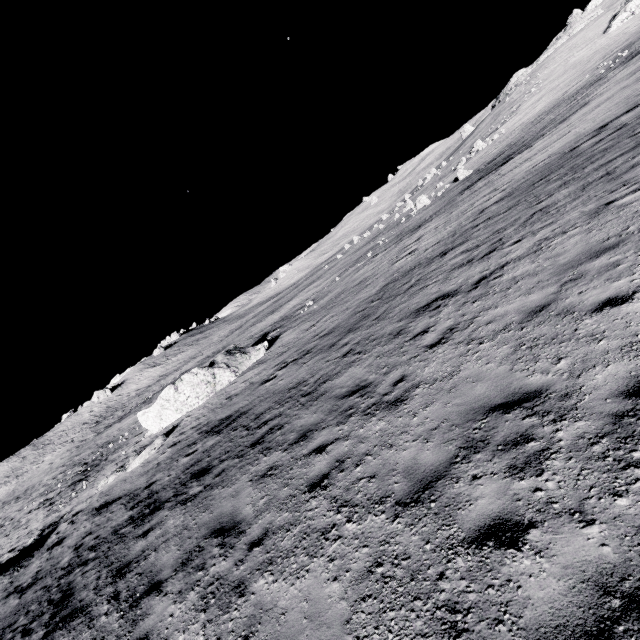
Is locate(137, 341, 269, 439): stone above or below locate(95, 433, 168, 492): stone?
above

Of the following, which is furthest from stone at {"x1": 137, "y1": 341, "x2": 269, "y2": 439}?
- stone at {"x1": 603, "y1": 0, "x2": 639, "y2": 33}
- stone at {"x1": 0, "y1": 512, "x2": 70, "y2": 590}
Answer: stone at {"x1": 603, "y1": 0, "x2": 639, "y2": 33}

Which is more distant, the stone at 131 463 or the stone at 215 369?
the stone at 215 369

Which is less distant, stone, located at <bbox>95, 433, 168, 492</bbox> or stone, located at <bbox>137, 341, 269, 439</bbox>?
stone, located at <bbox>95, 433, 168, 492</bbox>

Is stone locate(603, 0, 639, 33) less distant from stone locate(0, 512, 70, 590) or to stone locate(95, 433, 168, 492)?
stone locate(95, 433, 168, 492)

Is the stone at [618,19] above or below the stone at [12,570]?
above

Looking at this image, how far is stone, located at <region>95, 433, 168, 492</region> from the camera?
16.67m

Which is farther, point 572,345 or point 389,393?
point 389,393
